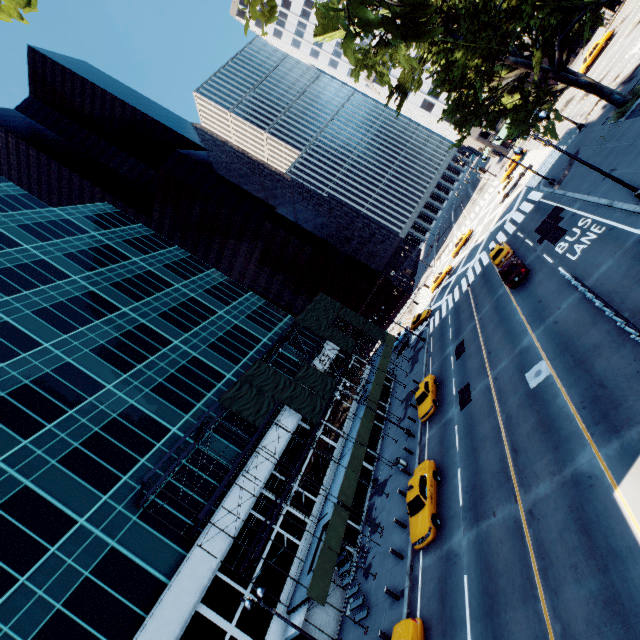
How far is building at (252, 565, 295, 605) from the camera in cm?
2100

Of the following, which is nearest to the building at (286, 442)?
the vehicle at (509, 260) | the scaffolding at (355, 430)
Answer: the scaffolding at (355, 430)

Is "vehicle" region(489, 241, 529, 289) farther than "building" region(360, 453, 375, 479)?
No

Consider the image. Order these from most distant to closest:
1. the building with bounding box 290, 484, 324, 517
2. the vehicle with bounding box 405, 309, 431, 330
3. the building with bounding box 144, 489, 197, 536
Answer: the vehicle with bounding box 405, 309, 431, 330 < the building with bounding box 290, 484, 324, 517 < the building with bounding box 144, 489, 197, 536

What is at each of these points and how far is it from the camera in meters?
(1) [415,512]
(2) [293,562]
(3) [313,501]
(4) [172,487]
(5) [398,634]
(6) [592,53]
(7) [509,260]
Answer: (1) vehicle, 18.9 m
(2) building, 22.8 m
(3) building, 26.9 m
(4) building, 23.2 m
(5) vehicle, 14.4 m
(6) vehicle, 42.3 m
(7) vehicle, 26.6 m

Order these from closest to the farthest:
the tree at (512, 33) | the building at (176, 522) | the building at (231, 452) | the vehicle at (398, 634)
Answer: the tree at (512, 33)
the vehicle at (398, 634)
the building at (176, 522)
the building at (231, 452)
